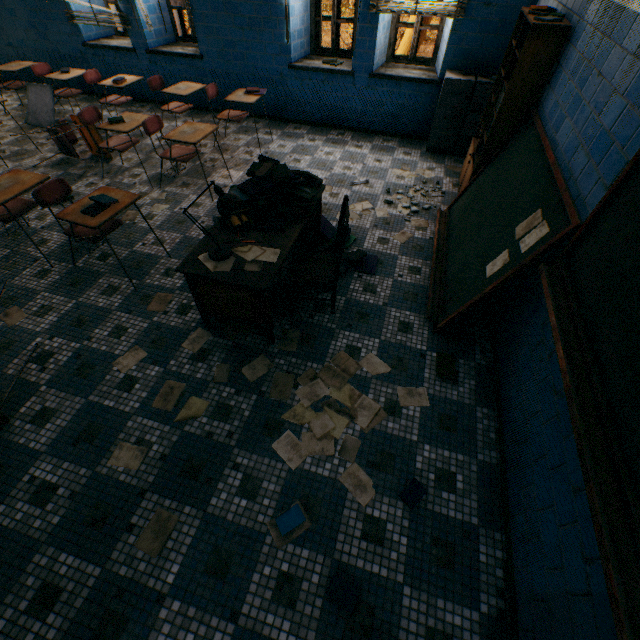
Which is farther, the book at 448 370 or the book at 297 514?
the book at 448 370

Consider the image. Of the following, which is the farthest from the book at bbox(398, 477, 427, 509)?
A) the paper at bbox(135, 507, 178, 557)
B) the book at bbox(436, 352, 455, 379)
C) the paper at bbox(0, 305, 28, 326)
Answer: the paper at bbox(0, 305, 28, 326)

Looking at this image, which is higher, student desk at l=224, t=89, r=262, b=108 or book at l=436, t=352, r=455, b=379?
student desk at l=224, t=89, r=262, b=108

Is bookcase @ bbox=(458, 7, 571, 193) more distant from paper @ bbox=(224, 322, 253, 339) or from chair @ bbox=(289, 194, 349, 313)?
paper @ bbox=(224, 322, 253, 339)

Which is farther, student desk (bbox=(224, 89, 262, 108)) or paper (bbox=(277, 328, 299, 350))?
student desk (bbox=(224, 89, 262, 108))

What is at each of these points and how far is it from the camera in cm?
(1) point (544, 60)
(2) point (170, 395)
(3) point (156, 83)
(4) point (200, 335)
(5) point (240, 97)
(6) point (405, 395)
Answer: (1) bookcase, 283
(2) paper, 242
(3) student desk, 497
(4) paper, 278
(5) student desk, 464
(6) paper, 246

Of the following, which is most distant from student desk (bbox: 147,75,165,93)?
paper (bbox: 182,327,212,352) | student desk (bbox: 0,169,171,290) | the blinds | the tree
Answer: the tree

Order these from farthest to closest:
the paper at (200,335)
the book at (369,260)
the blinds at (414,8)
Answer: the blinds at (414,8), the book at (369,260), the paper at (200,335)
